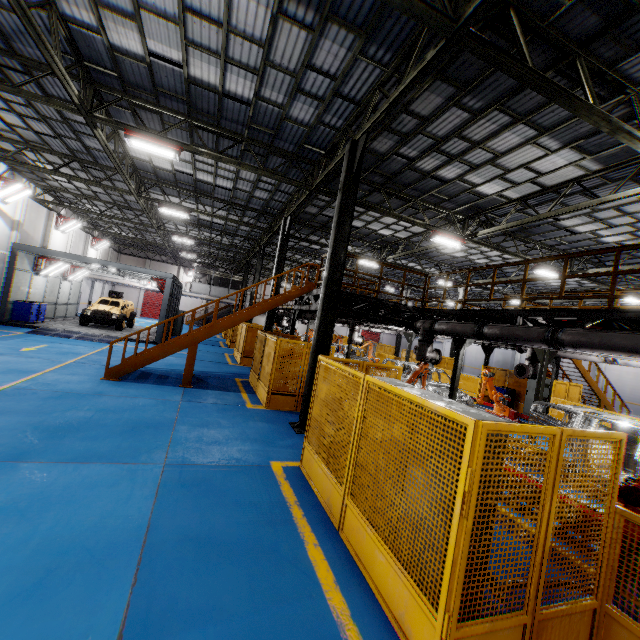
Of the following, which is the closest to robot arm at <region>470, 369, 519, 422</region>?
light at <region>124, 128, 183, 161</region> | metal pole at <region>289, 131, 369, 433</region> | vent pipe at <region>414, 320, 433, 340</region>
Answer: vent pipe at <region>414, 320, 433, 340</region>

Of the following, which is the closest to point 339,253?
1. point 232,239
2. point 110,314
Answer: point 110,314

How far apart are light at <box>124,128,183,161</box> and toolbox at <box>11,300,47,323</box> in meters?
12.9 m

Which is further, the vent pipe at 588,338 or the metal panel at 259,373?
the metal panel at 259,373

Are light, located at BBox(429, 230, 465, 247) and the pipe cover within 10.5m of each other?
yes

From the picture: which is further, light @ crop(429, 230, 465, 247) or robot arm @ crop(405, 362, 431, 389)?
light @ crop(429, 230, 465, 247)

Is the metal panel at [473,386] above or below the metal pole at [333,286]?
below

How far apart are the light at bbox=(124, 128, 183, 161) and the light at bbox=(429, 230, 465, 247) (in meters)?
10.50
